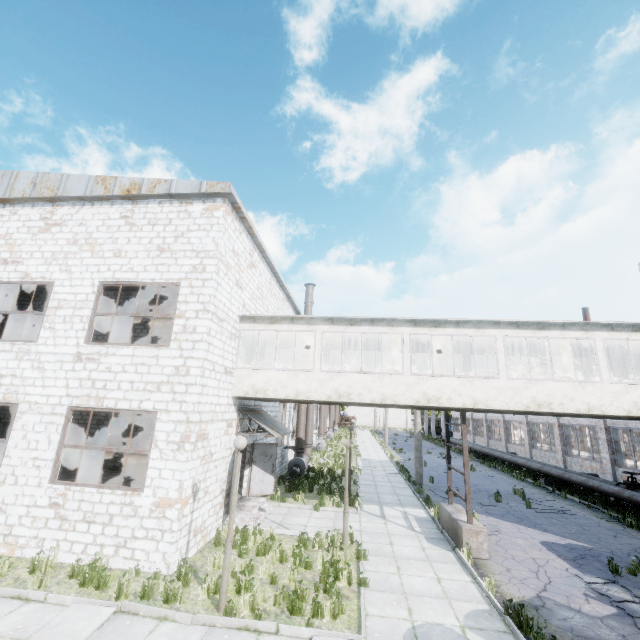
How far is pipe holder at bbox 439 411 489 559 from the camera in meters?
10.0 m

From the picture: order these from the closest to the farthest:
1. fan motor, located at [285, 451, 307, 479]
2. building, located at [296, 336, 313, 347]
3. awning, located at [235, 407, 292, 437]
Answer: awning, located at [235, 407, 292, 437], building, located at [296, 336, 313, 347], fan motor, located at [285, 451, 307, 479]

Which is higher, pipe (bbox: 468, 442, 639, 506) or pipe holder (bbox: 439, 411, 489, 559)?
pipe (bbox: 468, 442, 639, 506)

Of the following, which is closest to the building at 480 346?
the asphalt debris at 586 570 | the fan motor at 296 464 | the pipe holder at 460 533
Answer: the pipe holder at 460 533

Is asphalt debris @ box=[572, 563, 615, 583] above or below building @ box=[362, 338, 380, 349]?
below

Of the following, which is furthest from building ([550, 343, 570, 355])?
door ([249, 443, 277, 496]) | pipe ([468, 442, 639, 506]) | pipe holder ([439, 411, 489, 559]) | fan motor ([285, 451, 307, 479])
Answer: fan motor ([285, 451, 307, 479])

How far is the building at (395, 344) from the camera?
14.9m

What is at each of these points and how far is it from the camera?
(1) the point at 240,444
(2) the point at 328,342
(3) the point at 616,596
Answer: (1) lamp post, 7.50m
(2) building, 15.46m
(3) asphalt debris, 8.02m
